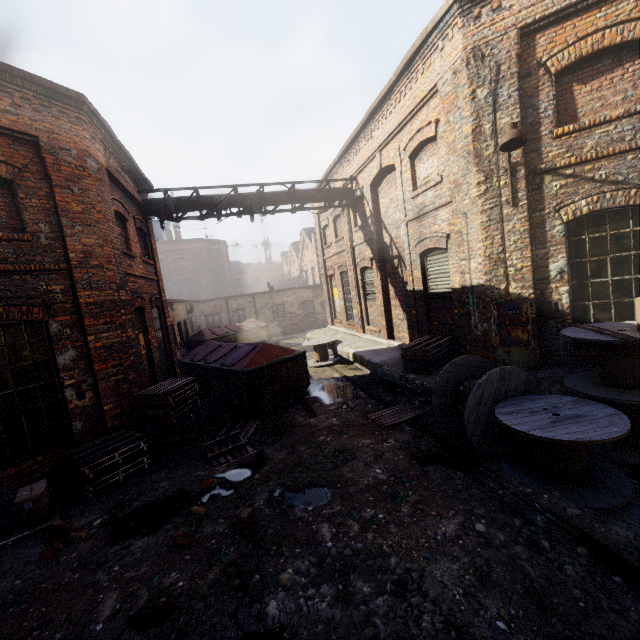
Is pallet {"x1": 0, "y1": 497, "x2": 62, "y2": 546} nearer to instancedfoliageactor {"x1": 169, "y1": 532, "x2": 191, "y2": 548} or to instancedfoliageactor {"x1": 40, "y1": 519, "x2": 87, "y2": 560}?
instancedfoliageactor {"x1": 40, "y1": 519, "x2": 87, "y2": 560}

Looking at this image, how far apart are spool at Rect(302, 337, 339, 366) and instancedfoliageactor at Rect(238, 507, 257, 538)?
8.95m

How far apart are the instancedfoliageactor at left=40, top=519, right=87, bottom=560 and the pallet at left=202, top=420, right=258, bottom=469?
2.0m

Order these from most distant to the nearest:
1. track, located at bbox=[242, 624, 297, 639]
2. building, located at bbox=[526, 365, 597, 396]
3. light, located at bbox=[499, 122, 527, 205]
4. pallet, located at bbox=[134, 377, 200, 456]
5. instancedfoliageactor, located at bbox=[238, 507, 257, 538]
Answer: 1. pallet, located at bbox=[134, 377, 200, 456]
2. building, located at bbox=[526, 365, 597, 396]
3. light, located at bbox=[499, 122, 527, 205]
4. instancedfoliageactor, located at bbox=[238, 507, 257, 538]
5. track, located at bbox=[242, 624, 297, 639]

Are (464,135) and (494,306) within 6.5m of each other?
yes

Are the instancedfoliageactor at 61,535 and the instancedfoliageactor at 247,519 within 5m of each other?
yes

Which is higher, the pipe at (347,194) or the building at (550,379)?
the pipe at (347,194)

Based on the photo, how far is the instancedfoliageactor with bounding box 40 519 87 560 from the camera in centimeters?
436cm
